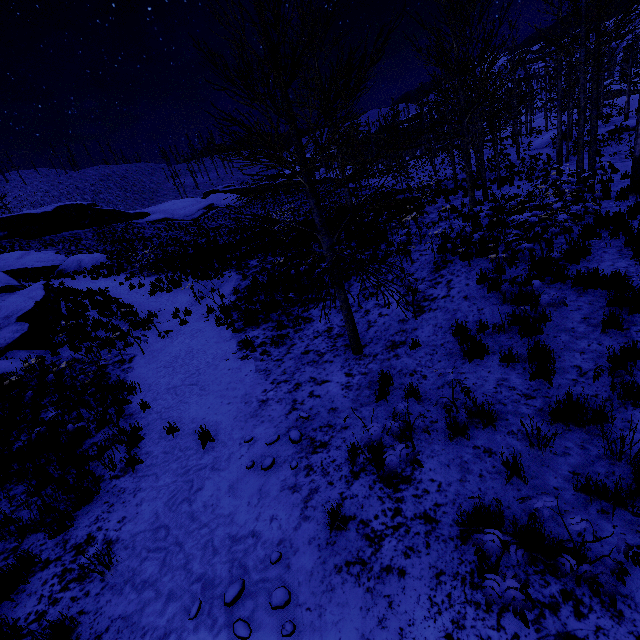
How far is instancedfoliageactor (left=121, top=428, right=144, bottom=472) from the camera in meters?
5.5 m

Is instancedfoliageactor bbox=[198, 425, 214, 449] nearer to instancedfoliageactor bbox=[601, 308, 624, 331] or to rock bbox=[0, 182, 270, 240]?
instancedfoliageactor bbox=[601, 308, 624, 331]

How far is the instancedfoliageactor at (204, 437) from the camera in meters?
5.5 m

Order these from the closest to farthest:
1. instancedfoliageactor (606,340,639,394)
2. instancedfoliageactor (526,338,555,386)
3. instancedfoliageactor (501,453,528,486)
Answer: instancedfoliageactor (501,453,528,486)
instancedfoliageactor (606,340,639,394)
instancedfoliageactor (526,338,555,386)

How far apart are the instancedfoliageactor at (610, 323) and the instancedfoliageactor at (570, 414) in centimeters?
170cm

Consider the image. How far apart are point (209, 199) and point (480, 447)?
53.8m

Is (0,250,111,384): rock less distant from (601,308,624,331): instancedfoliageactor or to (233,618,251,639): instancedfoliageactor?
(233,618,251,639): instancedfoliageactor
